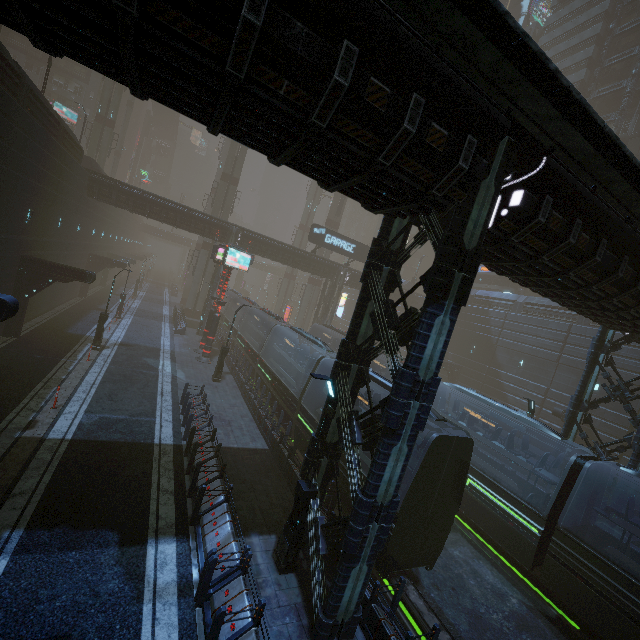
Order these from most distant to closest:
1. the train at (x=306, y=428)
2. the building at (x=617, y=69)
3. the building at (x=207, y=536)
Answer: the building at (x=617, y=69)
the train at (x=306, y=428)
the building at (x=207, y=536)

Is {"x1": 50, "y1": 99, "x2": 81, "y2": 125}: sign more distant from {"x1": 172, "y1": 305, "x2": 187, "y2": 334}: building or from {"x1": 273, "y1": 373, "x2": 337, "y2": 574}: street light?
{"x1": 273, "y1": 373, "x2": 337, "y2": 574}: street light

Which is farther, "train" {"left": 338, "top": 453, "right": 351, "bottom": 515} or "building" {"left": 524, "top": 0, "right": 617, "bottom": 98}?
"building" {"left": 524, "top": 0, "right": 617, "bottom": 98}

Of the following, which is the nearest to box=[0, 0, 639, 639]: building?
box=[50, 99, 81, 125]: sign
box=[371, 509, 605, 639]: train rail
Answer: box=[371, 509, 605, 639]: train rail

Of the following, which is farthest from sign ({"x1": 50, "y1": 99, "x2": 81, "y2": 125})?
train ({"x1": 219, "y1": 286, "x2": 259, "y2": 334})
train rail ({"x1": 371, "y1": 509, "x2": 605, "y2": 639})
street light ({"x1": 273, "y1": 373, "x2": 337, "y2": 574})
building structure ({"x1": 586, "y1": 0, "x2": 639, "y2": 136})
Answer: building structure ({"x1": 586, "y1": 0, "x2": 639, "y2": 136})

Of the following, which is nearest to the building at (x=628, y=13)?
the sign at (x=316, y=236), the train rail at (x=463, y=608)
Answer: the train rail at (x=463, y=608)

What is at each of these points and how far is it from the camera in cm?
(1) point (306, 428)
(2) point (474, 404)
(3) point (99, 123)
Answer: (1) train, 1566
(2) building, 3450
(3) sm, 4262
